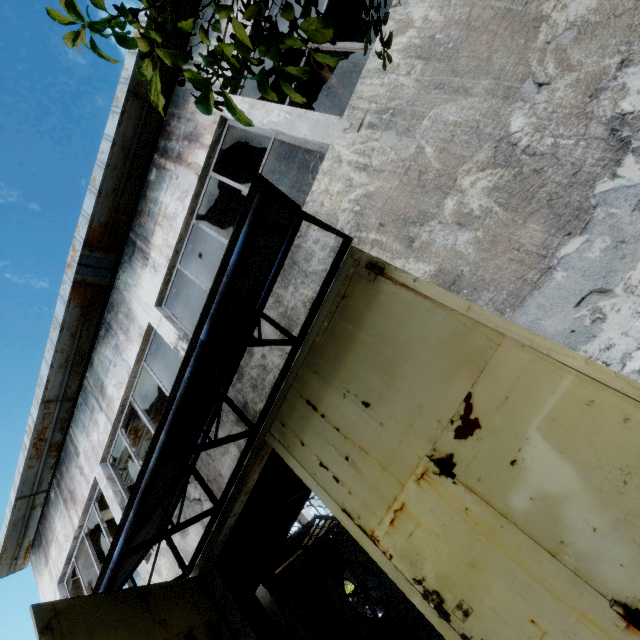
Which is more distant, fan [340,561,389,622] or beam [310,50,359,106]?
fan [340,561,389,622]

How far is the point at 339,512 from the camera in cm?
372

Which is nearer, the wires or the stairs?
the stairs

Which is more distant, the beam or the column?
the column

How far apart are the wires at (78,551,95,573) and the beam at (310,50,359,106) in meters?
14.8

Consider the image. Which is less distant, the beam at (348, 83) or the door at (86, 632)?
the door at (86, 632)

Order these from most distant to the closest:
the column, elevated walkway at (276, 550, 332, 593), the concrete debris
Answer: elevated walkway at (276, 550, 332, 593) → the concrete debris → the column

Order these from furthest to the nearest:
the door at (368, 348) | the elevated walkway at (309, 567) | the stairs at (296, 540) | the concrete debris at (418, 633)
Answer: the elevated walkway at (309, 567) < the concrete debris at (418, 633) < the stairs at (296, 540) < the door at (368, 348)
